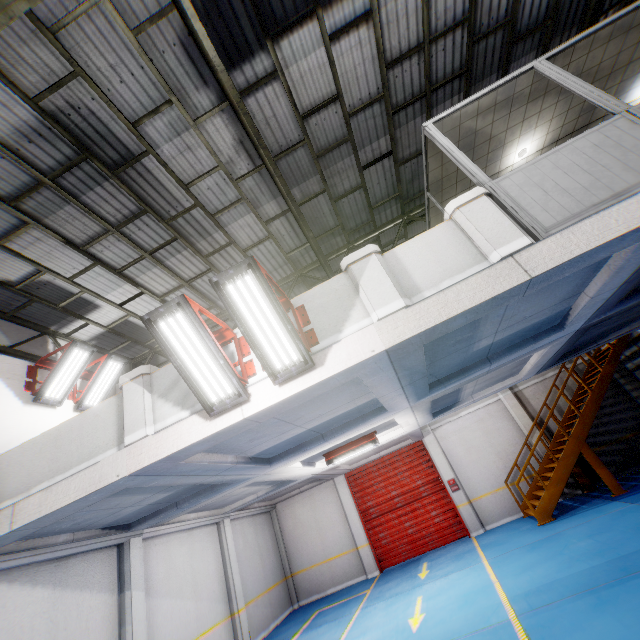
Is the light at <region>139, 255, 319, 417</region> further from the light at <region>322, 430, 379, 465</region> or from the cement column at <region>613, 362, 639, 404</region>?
the cement column at <region>613, 362, 639, 404</region>

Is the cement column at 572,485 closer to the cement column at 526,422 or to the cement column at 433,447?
the cement column at 526,422

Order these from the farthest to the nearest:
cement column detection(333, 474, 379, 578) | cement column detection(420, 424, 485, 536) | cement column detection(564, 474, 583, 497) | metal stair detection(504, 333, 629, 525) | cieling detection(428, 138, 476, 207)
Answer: cement column detection(333, 474, 379, 578) → cement column detection(420, 424, 485, 536) → cement column detection(564, 474, 583, 497) → metal stair detection(504, 333, 629, 525) → cieling detection(428, 138, 476, 207)

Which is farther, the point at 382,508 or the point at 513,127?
the point at 382,508

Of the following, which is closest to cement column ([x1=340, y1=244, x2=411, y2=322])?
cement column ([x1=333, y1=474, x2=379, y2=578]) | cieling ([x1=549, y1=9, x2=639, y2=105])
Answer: cieling ([x1=549, y1=9, x2=639, y2=105])

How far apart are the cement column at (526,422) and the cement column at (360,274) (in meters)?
11.70

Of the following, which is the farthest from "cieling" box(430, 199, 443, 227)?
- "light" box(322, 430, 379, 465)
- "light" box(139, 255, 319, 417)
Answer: "light" box(322, 430, 379, 465)

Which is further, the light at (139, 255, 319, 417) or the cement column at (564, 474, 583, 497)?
the cement column at (564, 474, 583, 497)
